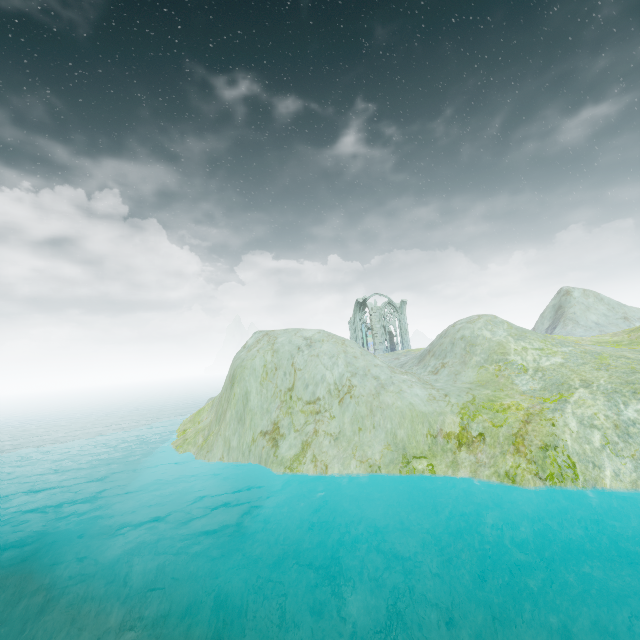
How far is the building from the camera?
48.50m

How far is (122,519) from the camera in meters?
19.3

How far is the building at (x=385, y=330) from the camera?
48.5 meters
